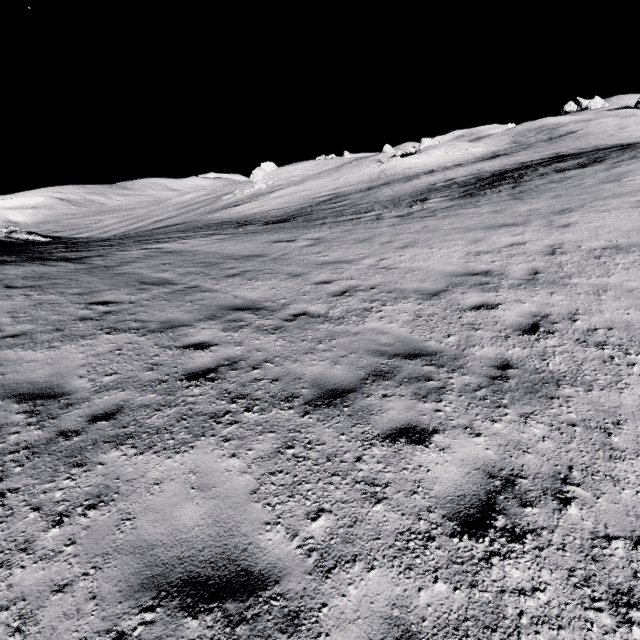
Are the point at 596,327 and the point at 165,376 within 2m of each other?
no
